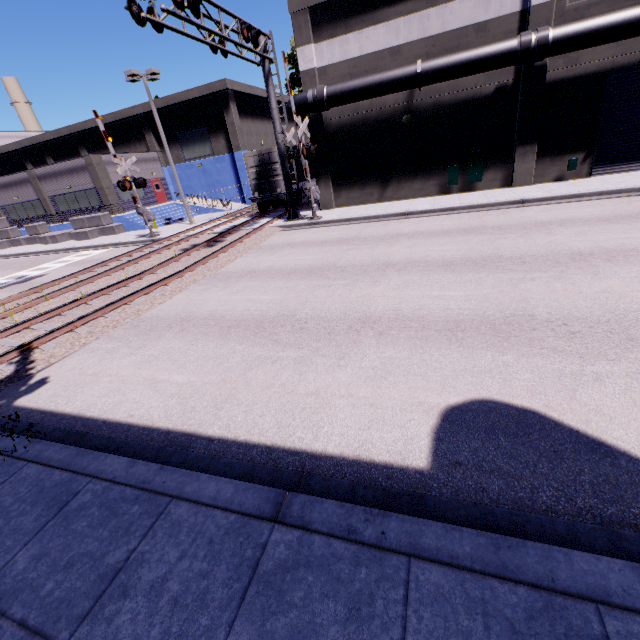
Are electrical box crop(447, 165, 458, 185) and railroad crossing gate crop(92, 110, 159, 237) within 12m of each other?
no

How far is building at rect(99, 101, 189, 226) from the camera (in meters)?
31.06

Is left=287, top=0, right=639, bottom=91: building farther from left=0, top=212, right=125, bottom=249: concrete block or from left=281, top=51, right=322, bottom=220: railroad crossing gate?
left=281, top=51, right=322, bottom=220: railroad crossing gate

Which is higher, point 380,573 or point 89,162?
point 89,162

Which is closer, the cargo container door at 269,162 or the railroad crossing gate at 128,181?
the railroad crossing gate at 128,181

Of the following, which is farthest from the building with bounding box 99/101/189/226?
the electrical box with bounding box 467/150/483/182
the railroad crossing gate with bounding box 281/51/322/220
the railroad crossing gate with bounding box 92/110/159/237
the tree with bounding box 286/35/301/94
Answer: the railroad crossing gate with bounding box 281/51/322/220

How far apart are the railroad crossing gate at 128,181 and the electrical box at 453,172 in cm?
1867

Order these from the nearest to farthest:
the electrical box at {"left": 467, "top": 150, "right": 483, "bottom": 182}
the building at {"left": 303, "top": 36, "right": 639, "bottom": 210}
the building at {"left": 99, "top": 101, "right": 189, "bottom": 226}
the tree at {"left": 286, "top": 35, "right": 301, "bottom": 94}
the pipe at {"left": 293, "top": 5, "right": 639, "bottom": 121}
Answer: the pipe at {"left": 293, "top": 5, "right": 639, "bottom": 121}
the building at {"left": 303, "top": 36, "right": 639, "bottom": 210}
the electrical box at {"left": 467, "top": 150, "right": 483, "bottom": 182}
the building at {"left": 99, "top": 101, "right": 189, "bottom": 226}
the tree at {"left": 286, "top": 35, "right": 301, "bottom": 94}
